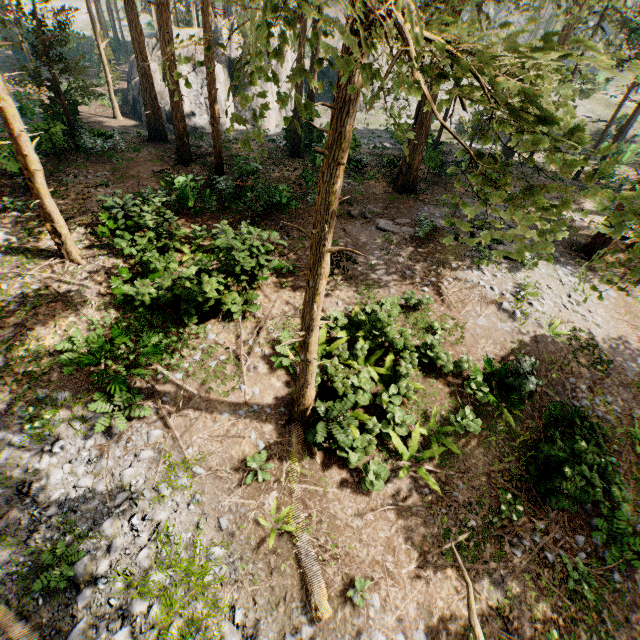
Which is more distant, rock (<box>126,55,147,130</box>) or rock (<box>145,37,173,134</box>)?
rock (<box>126,55,147,130</box>)

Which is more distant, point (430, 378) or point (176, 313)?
point (176, 313)

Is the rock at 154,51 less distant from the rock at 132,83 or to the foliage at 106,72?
the foliage at 106,72

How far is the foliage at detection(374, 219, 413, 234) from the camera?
16.35m

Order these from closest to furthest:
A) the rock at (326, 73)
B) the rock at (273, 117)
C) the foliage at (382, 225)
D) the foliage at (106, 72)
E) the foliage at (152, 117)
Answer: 1. the foliage at (382, 225)
2. the foliage at (152, 117)
3. the foliage at (106, 72)
4. the rock at (273, 117)
5. the rock at (326, 73)

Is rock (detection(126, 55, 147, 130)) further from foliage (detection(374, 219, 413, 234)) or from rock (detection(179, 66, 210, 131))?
foliage (detection(374, 219, 413, 234))

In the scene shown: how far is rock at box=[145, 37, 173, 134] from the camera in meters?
29.4 m
